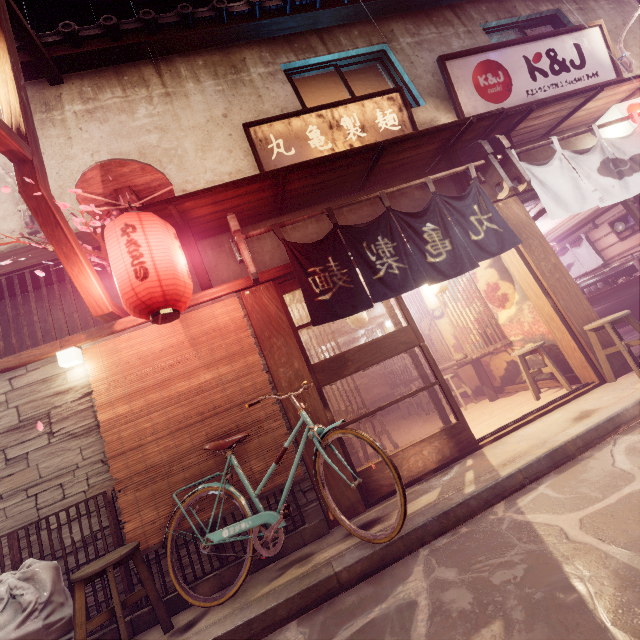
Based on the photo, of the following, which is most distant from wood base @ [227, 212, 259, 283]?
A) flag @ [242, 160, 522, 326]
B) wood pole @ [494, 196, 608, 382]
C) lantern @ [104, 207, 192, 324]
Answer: wood pole @ [494, 196, 608, 382]

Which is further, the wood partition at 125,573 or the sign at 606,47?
the sign at 606,47

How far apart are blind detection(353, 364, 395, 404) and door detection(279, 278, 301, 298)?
13.9 meters

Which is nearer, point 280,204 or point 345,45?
point 280,204

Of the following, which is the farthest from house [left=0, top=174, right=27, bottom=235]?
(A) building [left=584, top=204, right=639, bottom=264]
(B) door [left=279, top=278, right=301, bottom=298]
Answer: (B) door [left=279, top=278, right=301, bottom=298]

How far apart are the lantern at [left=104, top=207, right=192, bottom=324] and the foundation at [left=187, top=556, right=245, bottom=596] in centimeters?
447cm

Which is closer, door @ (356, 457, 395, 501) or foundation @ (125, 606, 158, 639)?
foundation @ (125, 606, 158, 639)

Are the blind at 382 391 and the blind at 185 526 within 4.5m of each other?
no
